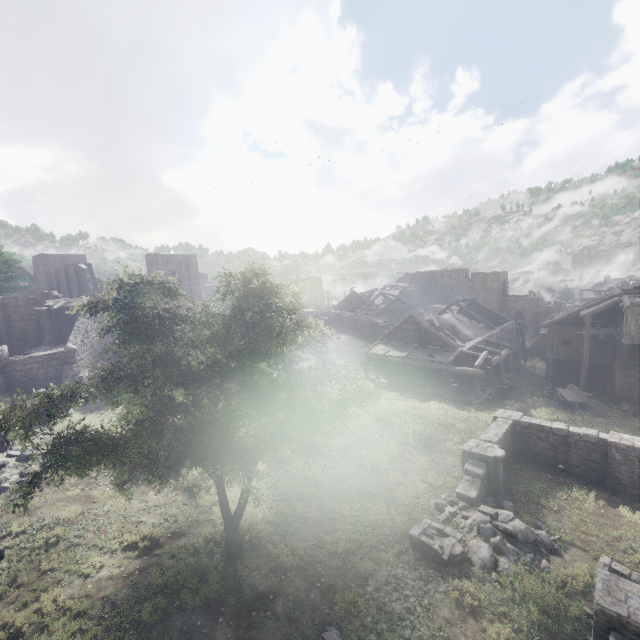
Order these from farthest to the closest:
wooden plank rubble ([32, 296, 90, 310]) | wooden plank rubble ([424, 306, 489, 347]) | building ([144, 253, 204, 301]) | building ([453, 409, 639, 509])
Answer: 1. building ([144, 253, 204, 301])
2. wooden plank rubble ([424, 306, 489, 347])
3. wooden plank rubble ([32, 296, 90, 310])
4. building ([453, 409, 639, 509])

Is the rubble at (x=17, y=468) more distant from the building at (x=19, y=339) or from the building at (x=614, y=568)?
the building at (x=614, y=568)

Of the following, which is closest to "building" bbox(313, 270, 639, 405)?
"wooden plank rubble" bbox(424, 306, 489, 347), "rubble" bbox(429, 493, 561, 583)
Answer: "wooden plank rubble" bbox(424, 306, 489, 347)

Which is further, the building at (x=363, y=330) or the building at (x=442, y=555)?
the building at (x=363, y=330)

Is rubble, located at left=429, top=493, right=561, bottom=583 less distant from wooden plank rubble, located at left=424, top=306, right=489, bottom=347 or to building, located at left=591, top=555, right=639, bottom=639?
building, located at left=591, top=555, right=639, bottom=639

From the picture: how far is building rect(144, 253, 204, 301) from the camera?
37.72m

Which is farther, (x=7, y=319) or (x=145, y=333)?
(x=7, y=319)

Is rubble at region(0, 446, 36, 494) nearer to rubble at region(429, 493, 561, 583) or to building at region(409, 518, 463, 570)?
building at region(409, 518, 463, 570)
